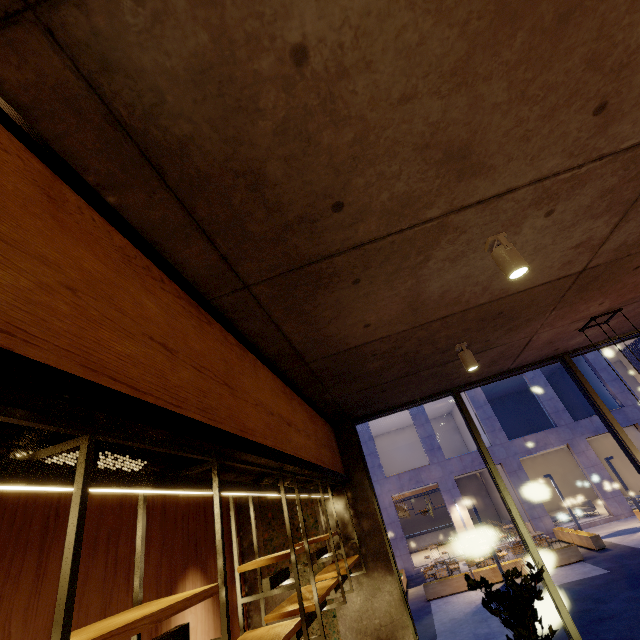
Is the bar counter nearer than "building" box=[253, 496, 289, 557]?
No

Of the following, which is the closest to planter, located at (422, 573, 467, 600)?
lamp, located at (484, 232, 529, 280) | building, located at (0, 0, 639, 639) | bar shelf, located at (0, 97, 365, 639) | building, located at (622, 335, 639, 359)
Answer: building, located at (622, 335, 639, 359)

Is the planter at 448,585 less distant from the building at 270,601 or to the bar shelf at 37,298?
the building at 270,601

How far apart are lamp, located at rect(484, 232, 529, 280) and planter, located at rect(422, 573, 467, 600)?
15.54m

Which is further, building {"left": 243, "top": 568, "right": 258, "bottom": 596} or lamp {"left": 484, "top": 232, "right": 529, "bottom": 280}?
building {"left": 243, "top": 568, "right": 258, "bottom": 596}

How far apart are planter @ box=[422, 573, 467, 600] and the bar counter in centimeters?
1161cm

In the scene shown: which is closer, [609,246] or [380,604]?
[609,246]

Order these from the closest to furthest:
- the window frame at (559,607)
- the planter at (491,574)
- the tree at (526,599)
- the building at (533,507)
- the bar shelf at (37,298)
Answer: the bar shelf at (37,298) → the tree at (526,599) → the window frame at (559,607) → the planter at (491,574) → the building at (533,507)
